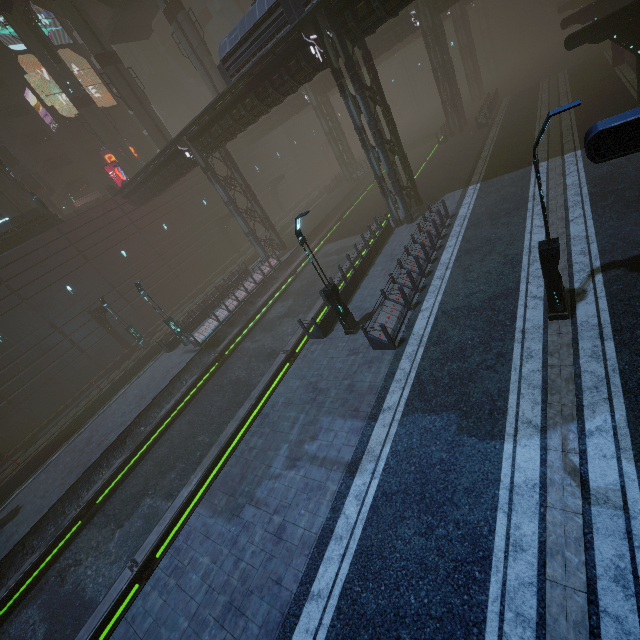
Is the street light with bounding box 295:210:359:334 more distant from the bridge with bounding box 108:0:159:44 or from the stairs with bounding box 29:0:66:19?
the stairs with bounding box 29:0:66:19

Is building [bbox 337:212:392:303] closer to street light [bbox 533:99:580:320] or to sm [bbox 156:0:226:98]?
street light [bbox 533:99:580:320]

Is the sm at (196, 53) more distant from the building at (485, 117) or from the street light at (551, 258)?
the street light at (551, 258)

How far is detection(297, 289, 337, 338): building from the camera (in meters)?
15.11

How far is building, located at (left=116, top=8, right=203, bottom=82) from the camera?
53.5m

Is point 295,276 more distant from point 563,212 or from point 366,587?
point 366,587

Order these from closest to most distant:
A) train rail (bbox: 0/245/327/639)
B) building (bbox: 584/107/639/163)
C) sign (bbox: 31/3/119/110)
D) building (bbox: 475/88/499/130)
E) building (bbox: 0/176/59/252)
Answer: building (bbox: 584/107/639/163) < train rail (bbox: 0/245/327/639) < building (bbox: 0/176/59/252) < building (bbox: 475/88/499/130) < sign (bbox: 31/3/119/110)

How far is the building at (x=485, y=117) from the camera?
30.64m
